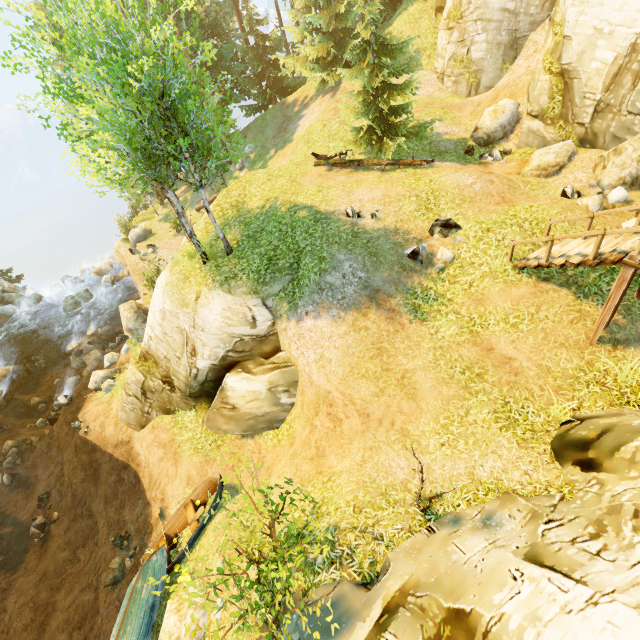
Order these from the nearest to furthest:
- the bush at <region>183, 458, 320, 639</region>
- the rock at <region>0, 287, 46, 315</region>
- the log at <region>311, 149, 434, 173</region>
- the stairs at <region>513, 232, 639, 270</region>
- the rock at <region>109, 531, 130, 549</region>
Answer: the bush at <region>183, 458, 320, 639</region>, the stairs at <region>513, 232, 639, 270</region>, the rock at <region>109, 531, 130, 549</region>, the log at <region>311, 149, 434, 173</region>, the rock at <region>0, 287, 46, 315</region>

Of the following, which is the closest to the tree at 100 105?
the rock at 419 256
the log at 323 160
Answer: the log at 323 160

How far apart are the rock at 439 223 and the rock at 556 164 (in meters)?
4.74

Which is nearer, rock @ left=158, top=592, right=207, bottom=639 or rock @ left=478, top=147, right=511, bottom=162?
rock @ left=158, top=592, right=207, bottom=639

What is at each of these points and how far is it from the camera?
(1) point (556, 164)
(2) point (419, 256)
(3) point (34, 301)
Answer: (1) rock, 12.6 meters
(2) rock, 10.9 meters
(3) rock, 29.6 meters

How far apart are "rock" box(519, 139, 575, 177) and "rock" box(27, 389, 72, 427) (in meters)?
26.42

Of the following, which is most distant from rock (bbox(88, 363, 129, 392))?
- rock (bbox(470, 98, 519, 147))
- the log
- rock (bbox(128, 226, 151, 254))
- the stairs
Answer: rock (bbox(470, 98, 519, 147))

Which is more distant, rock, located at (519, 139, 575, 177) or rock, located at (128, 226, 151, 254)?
rock, located at (128, 226, 151, 254)
